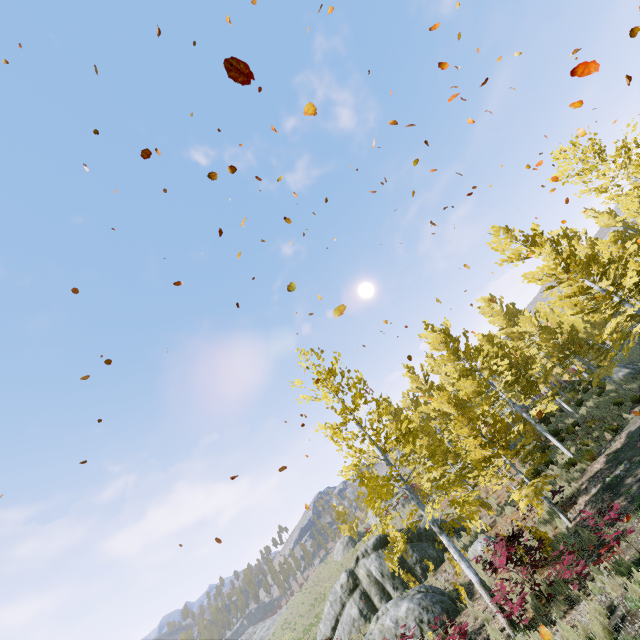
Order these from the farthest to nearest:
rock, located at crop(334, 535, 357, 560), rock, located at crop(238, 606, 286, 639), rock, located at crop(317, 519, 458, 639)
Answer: rock, located at crop(238, 606, 286, 639)
rock, located at crop(334, 535, 357, 560)
rock, located at crop(317, 519, 458, 639)

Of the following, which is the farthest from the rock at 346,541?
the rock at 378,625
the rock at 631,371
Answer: the rock at 631,371

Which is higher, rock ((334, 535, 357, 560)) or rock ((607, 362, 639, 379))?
rock ((334, 535, 357, 560))

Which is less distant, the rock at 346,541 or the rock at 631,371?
the rock at 631,371

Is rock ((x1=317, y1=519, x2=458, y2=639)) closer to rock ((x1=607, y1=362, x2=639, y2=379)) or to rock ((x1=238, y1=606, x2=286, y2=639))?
rock ((x1=238, y1=606, x2=286, y2=639))

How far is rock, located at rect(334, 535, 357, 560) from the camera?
34.59m

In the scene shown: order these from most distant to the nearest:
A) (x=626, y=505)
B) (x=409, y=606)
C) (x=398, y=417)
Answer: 1. (x=398, y=417)
2. (x=409, y=606)
3. (x=626, y=505)

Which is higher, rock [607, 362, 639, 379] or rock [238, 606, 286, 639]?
rock [238, 606, 286, 639]
